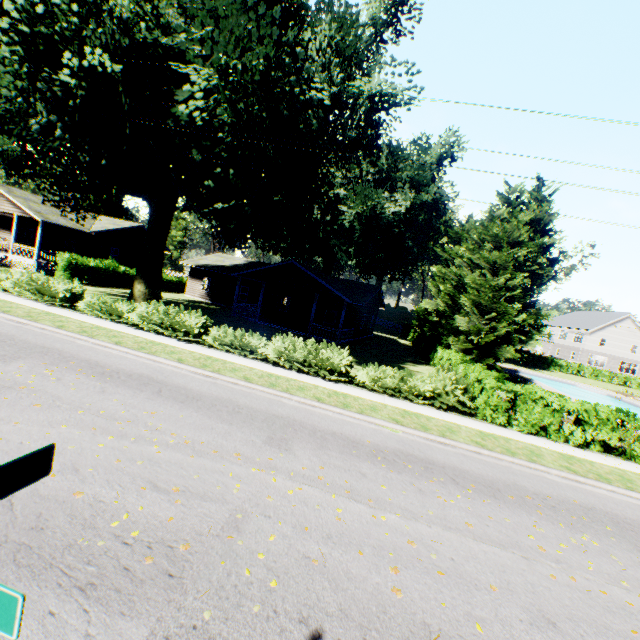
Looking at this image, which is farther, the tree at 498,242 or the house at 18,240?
the house at 18,240

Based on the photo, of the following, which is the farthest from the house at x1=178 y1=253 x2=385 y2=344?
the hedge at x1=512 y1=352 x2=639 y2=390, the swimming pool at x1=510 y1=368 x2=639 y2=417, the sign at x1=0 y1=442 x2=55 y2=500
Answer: Answer: the sign at x1=0 y1=442 x2=55 y2=500

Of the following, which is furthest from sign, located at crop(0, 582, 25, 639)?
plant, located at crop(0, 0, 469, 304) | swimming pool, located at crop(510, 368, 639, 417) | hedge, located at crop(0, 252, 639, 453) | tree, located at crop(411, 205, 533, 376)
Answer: swimming pool, located at crop(510, 368, 639, 417)

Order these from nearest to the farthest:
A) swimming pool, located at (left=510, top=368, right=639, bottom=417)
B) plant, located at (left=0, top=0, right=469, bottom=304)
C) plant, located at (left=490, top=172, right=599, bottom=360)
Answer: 1. plant, located at (left=0, top=0, right=469, bottom=304)
2. swimming pool, located at (left=510, top=368, right=639, bottom=417)
3. plant, located at (left=490, top=172, right=599, bottom=360)

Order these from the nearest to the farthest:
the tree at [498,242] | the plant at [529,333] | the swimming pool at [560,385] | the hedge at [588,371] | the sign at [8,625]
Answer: the sign at [8,625]
the tree at [498,242]
the swimming pool at [560,385]
the plant at [529,333]
the hedge at [588,371]

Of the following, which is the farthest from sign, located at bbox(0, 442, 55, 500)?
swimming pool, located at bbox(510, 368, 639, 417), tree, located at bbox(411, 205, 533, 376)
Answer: swimming pool, located at bbox(510, 368, 639, 417)

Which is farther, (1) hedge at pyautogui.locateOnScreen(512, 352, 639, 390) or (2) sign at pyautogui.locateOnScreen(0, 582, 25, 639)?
(1) hedge at pyautogui.locateOnScreen(512, 352, 639, 390)

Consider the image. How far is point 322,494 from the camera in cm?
597
